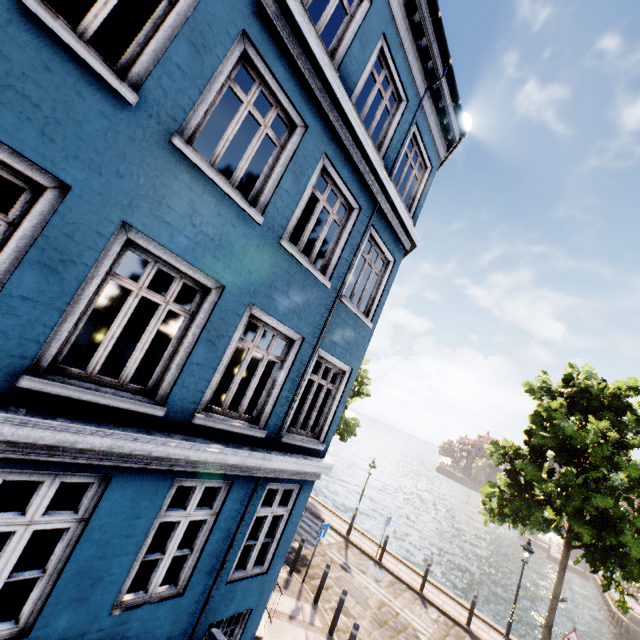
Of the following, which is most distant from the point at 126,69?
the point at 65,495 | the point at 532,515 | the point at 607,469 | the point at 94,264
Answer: the point at 607,469

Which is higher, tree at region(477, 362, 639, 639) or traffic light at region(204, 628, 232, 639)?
tree at region(477, 362, 639, 639)

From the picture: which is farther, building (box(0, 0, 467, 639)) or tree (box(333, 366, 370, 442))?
tree (box(333, 366, 370, 442))

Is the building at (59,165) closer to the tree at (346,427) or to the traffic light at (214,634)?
the traffic light at (214,634)

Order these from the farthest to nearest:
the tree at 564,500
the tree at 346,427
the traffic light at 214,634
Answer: the tree at 346,427 → the tree at 564,500 → the traffic light at 214,634

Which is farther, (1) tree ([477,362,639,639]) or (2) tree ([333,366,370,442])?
(2) tree ([333,366,370,442])

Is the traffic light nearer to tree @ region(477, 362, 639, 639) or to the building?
the building

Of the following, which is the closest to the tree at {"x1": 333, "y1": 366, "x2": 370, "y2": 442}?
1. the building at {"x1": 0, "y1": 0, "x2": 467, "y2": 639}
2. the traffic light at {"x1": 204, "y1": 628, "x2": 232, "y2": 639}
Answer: the building at {"x1": 0, "y1": 0, "x2": 467, "y2": 639}
